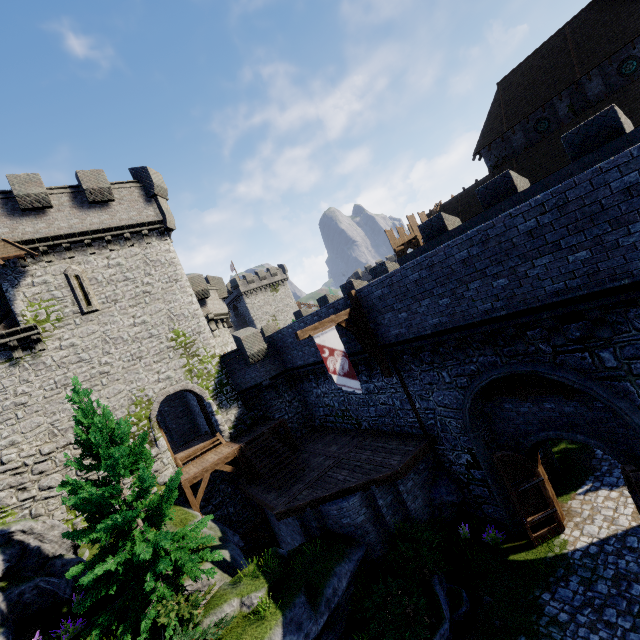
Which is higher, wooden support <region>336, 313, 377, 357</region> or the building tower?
the building tower

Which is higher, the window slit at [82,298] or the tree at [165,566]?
the window slit at [82,298]

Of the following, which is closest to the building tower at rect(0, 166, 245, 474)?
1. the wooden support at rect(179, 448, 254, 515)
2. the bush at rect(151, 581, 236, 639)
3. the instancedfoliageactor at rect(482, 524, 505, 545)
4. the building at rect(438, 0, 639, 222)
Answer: the wooden support at rect(179, 448, 254, 515)

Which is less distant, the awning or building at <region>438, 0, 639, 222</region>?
the awning

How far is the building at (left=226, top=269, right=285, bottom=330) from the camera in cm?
5693

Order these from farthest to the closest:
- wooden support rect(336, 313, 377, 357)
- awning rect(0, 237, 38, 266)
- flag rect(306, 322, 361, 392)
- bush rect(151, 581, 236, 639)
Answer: awning rect(0, 237, 38, 266) → wooden support rect(336, 313, 377, 357) → flag rect(306, 322, 361, 392) → bush rect(151, 581, 236, 639)

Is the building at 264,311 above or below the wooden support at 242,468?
above

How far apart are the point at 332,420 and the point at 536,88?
34.39m
